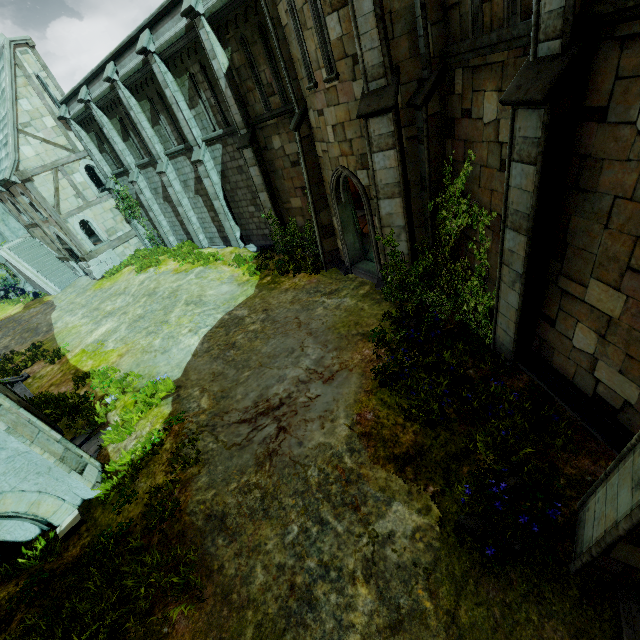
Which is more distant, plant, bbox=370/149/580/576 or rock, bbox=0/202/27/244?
rock, bbox=0/202/27/244

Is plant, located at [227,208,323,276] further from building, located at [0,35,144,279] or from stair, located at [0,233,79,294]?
stair, located at [0,233,79,294]

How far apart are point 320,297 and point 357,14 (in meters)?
7.83

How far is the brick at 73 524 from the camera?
6.8m

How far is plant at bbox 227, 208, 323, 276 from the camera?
14.2m

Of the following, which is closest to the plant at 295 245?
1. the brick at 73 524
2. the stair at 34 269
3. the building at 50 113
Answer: the brick at 73 524

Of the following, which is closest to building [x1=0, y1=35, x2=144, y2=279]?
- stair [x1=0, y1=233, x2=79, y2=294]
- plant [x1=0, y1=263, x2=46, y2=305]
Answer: stair [x1=0, y1=233, x2=79, y2=294]

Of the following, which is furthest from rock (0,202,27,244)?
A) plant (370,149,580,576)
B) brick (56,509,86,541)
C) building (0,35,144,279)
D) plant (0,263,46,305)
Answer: plant (370,149,580,576)
